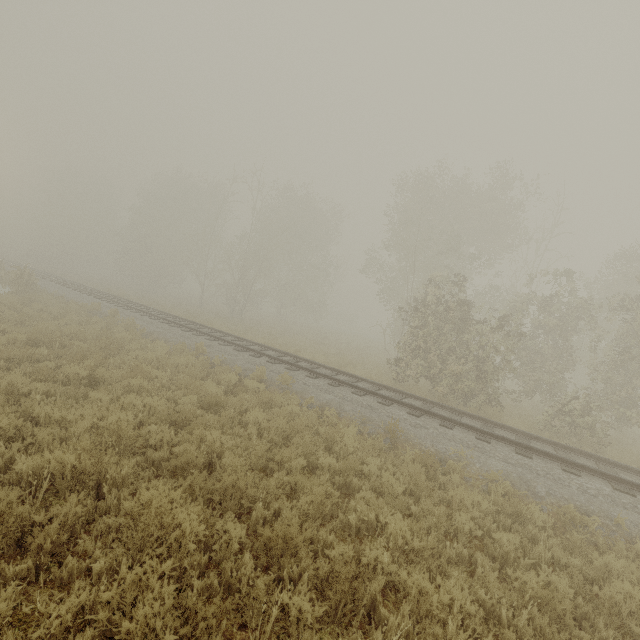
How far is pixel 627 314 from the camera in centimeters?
1377cm

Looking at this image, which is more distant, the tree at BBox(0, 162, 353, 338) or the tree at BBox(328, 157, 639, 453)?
the tree at BBox(0, 162, 353, 338)

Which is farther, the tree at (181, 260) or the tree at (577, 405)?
the tree at (181, 260)
